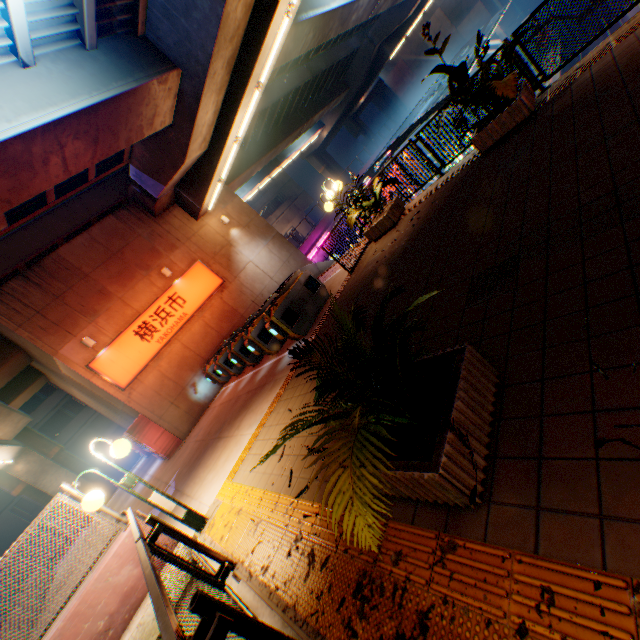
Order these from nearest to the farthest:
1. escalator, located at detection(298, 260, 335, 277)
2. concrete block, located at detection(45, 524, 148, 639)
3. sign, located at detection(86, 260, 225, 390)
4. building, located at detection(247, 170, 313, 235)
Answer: concrete block, located at detection(45, 524, 148, 639) < sign, located at detection(86, 260, 225, 390) < escalator, located at detection(298, 260, 335, 277) < building, located at detection(247, 170, 313, 235)

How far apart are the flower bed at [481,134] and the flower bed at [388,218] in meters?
2.5 m

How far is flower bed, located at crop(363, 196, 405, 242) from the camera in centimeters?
877cm

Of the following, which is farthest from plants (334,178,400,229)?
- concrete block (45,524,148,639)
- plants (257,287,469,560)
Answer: concrete block (45,524,148,639)

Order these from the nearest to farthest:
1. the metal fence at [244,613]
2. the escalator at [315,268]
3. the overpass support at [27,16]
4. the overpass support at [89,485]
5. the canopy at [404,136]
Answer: the metal fence at [244,613]
the overpass support at [27,16]
the escalator at [315,268]
the canopy at [404,136]
the overpass support at [89,485]

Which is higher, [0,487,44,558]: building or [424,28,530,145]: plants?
[0,487,44,558]: building

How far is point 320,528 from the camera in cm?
306

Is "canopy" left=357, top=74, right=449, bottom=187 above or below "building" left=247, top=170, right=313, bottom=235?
below
